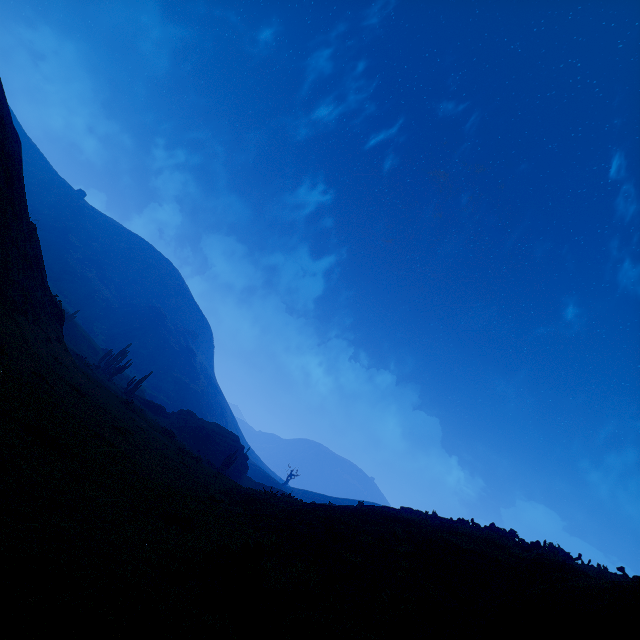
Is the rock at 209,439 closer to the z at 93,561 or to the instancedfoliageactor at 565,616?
the z at 93,561

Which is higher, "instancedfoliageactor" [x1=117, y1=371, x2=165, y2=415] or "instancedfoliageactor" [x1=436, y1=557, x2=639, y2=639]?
"instancedfoliageactor" [x1=436, y1=557, x2=639, y2=639]

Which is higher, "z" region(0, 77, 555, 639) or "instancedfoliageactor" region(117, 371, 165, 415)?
"instancedfoliageactor" region(117, 371, 165, 415)

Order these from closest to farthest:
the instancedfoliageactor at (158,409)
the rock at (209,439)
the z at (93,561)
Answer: the z at (93,561) < the instancedfoliageactor at (158,409) < the rock at (209,439)

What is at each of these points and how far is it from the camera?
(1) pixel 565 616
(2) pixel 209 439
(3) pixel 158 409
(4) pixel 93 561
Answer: (1) instancedfoliageactor, 2.3m
(2) rock, 46.0m
(3) instancedfoliageactor, 46.2m
(4) z, 3.1m

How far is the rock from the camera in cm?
4487

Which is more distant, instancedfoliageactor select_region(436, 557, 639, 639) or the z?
the z

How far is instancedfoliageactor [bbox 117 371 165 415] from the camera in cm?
3847
